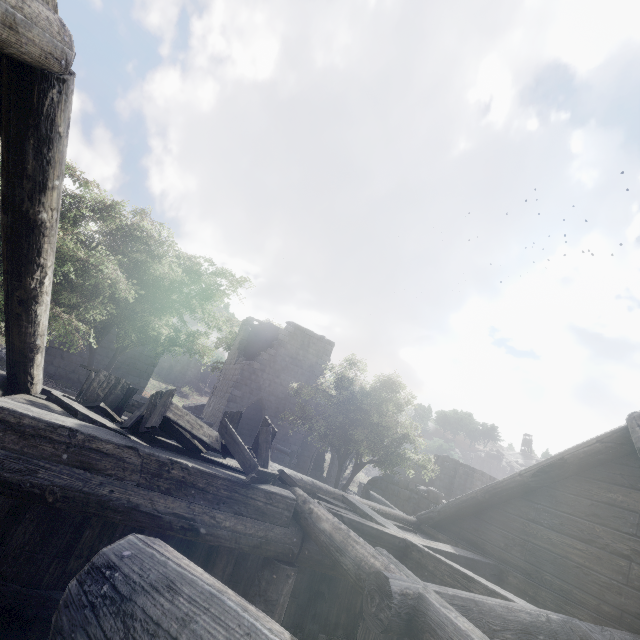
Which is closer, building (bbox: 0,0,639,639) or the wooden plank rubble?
building (bbox: 0,0,639,639)

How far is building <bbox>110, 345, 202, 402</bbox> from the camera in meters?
17.9

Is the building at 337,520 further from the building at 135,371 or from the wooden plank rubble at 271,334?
the building at 135,371

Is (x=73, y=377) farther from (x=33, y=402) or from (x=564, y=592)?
(x=564, y=592)

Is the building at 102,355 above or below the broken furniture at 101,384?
above

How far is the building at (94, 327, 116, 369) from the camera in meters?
17.3 m

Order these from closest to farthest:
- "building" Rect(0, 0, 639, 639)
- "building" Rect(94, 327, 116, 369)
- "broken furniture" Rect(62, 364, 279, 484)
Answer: "building" Rect(0, 0, 639, 639) → "broken furniture" Rect(62, 364, 279, 484) → "building" Rect(94, 327, 116, 369)

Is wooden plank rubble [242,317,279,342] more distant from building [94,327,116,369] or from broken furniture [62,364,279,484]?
broken furniture [62,364,279,484]
